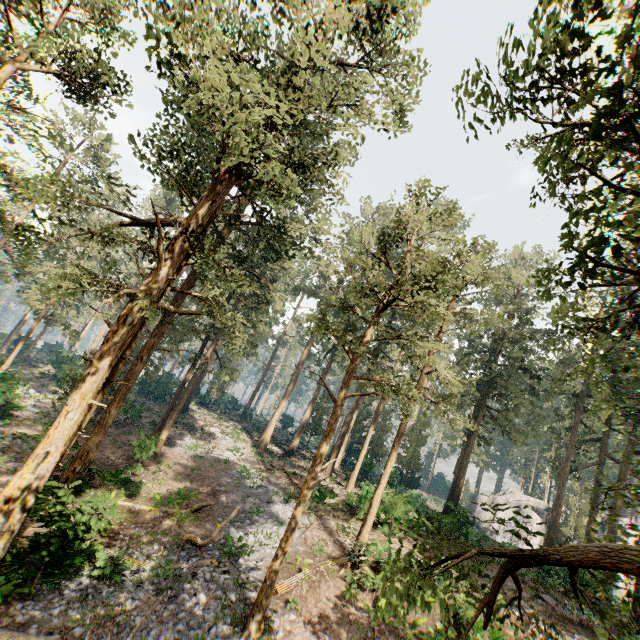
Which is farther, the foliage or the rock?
the rock

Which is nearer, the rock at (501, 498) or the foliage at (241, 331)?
the foliage at (241, 331)

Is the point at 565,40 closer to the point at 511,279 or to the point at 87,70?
the point at 87,70

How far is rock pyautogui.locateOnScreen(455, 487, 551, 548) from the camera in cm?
3163

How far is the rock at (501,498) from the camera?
31.6 meters
